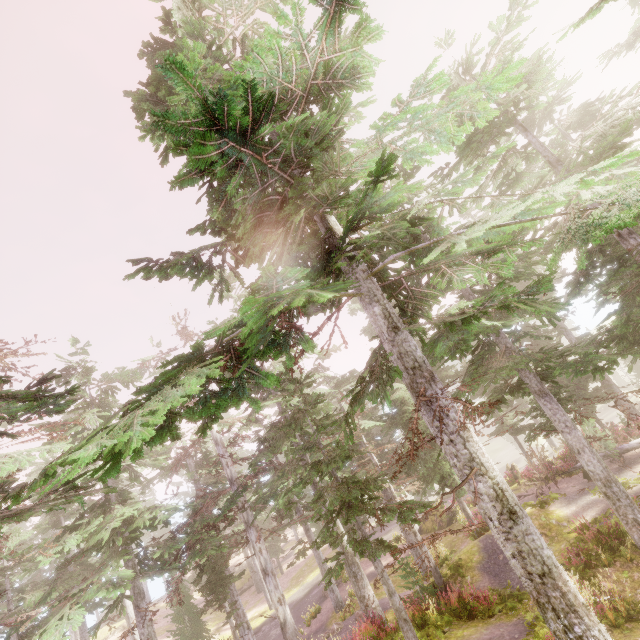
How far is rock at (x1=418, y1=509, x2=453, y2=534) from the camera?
25.06m

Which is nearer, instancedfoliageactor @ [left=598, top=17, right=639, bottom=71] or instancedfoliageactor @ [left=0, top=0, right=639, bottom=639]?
instancedfoliageactor @ [left=0, top=0, right=639, bottom=639]

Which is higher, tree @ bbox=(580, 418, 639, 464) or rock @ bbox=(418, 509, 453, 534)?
tree @ bbox=(580, 418, 639, 464)

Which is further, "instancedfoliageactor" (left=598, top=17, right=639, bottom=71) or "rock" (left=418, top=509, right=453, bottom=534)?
"rock" (left=418, top=509, right=453, bottom=534)

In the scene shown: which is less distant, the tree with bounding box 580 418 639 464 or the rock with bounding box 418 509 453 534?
the tree with bounding box 580 418 639 464

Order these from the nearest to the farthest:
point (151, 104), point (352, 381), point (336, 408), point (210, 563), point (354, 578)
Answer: point (151, 104)
point (336, 408)
point (354, 578)
point (210, 563)
point (352, 381)

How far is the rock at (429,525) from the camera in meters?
25.1 m

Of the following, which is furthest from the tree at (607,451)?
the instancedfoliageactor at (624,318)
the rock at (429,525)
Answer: the rock at (429,525)
